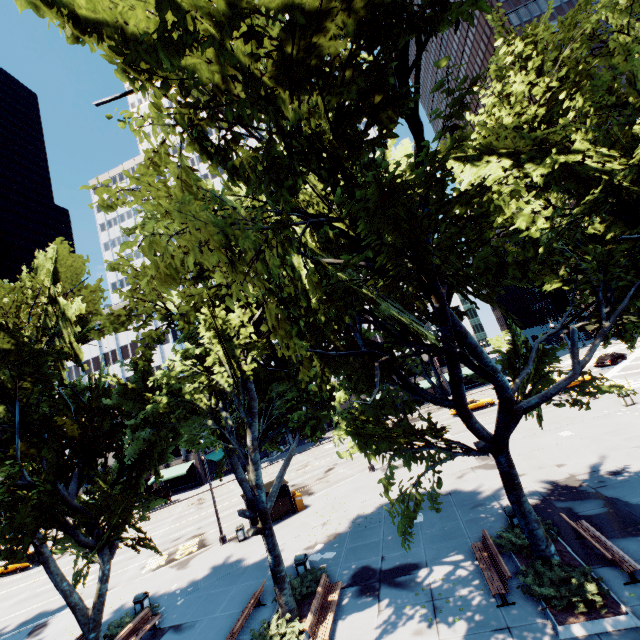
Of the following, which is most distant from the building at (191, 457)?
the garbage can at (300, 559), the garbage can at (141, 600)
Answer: the garbage can at (300, 559)

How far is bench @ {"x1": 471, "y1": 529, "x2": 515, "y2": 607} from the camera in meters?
10.0

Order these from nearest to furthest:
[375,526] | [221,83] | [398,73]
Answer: [221,83], [398,73], [375,526]

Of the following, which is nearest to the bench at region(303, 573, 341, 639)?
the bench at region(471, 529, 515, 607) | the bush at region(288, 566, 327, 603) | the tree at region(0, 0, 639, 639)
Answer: the bush at region(288, 566, 327, 603)

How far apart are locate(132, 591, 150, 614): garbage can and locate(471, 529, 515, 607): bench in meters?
16.4 m

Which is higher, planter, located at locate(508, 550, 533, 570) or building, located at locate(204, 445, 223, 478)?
building, located at locate(204, 445, 223, 478)

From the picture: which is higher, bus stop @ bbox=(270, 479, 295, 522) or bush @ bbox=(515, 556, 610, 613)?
bus stop @ bbox=(270, 479, 295, 522)

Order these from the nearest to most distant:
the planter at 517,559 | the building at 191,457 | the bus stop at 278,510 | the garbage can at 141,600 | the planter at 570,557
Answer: the planter at 570,557, the planter at 517,559, the garbage can at 141,600, the bus stop at 278,510, the building at 191,457
